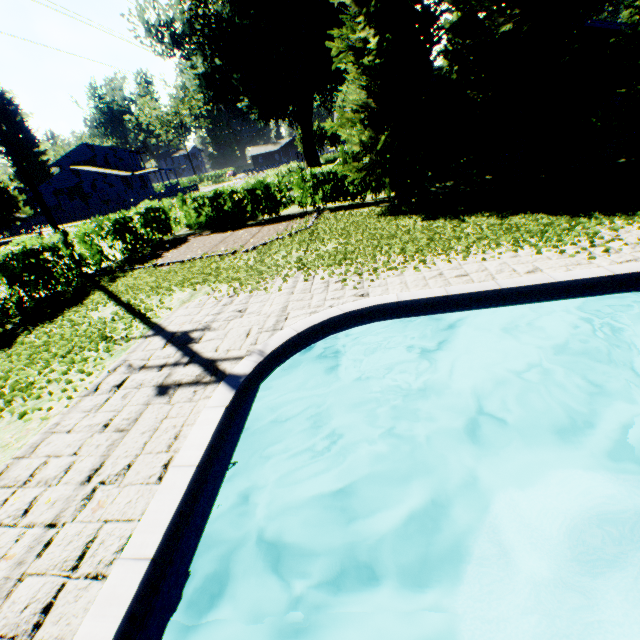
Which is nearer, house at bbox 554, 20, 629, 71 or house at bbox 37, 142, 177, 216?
house at bbox 554, 20, 629, 71

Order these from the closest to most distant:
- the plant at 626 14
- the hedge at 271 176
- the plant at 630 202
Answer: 1. the plant at 630 202
2. the hedge at 271 176
3. the plant at 626 14

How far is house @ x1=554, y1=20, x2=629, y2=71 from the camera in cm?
1537

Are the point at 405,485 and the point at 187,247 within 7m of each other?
no

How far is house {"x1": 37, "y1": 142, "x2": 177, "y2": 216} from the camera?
43.75m

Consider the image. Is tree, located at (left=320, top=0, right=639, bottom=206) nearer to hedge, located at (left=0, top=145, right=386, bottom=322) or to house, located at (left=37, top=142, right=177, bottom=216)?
hedge, located at (left=0, top=145, right=386, bottom=322)

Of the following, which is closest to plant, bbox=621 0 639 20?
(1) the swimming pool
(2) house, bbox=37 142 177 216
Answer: (2) house, bbox=37 142 177 216

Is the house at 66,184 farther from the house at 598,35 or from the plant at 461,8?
the house at 598,35
